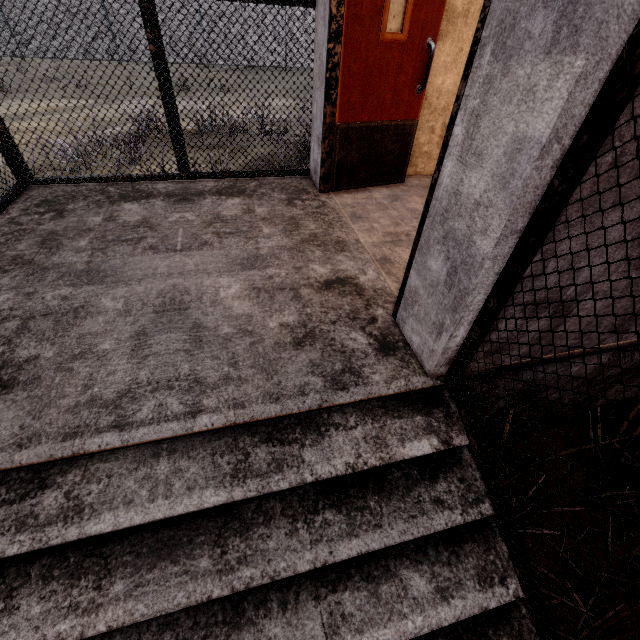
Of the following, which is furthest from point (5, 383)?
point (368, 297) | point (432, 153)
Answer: point (432, 153)
